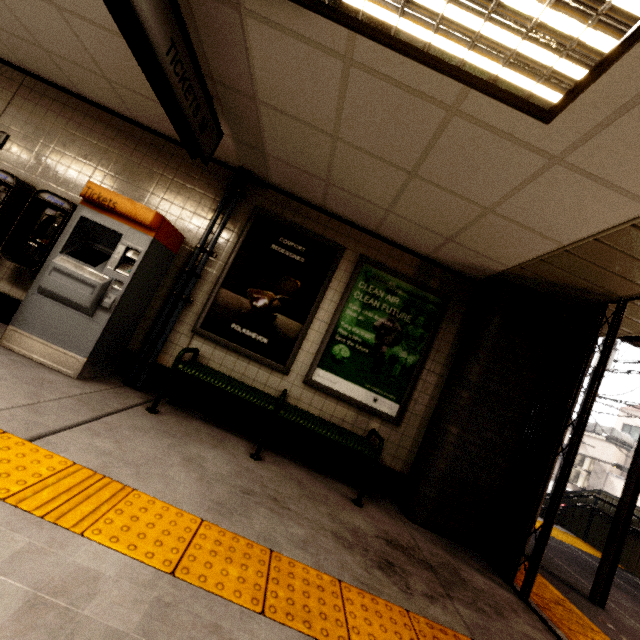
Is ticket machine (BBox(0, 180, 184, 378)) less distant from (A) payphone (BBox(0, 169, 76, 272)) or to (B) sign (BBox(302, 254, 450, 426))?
(A) payphone (BBox(0, 169, 76, 272))

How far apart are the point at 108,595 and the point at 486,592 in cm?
292

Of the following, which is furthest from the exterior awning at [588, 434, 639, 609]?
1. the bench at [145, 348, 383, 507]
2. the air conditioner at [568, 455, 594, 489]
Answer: the air conditioner at [568, 455, 594, 489]

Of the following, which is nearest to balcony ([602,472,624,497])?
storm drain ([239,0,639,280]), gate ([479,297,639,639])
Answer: gate ([479,297,639,639])

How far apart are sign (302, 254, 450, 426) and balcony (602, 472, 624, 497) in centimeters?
1769cm

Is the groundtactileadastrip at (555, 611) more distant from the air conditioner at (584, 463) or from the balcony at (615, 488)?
the air conditioner at (584, 463)

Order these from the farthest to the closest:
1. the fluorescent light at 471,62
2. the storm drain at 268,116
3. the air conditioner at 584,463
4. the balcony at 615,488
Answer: the air conditioner at 584,463 < the balcony at 615,488 < the storm drain at 268,116 < the fluorescent light at 471,62

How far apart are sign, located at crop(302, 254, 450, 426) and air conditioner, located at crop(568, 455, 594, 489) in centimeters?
1953cm
